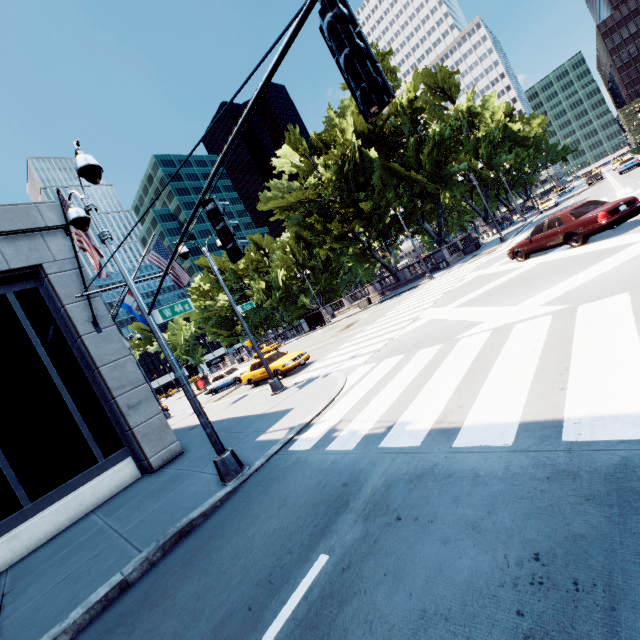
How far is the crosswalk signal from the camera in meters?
7.2

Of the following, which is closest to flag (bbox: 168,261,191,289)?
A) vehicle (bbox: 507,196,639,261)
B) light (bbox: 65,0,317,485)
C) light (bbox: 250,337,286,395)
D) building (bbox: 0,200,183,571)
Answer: building (bbox: 0,200,183,571)

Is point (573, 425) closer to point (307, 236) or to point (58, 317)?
point (58, 317)

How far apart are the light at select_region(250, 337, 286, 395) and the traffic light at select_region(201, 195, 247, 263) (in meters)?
9.34

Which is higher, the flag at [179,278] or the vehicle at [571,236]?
the flag at [179,278]

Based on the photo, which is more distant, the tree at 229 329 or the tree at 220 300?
the tree at 229 329

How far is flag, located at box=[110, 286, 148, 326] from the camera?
12.0m

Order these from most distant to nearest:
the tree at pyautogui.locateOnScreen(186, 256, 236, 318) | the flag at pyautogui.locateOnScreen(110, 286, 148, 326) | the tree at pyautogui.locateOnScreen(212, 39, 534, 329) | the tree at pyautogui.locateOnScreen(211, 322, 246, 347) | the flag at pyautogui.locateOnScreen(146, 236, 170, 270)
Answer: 1. the tree at pyautogui.locateOnScreen(211, 322, 246, 347)
2. the tree at pyautogui.locateOnScreen(186, 256, 236, 318)
3. the tree at pyautogui.locateOnScreen(212, 39, 534, 329)
4. the flag at pyautogui.locateOnScreen(146, 236, 170, 270)
5. the flag at pyautogui.locateOnScreen(110, 286, 148, 326)
